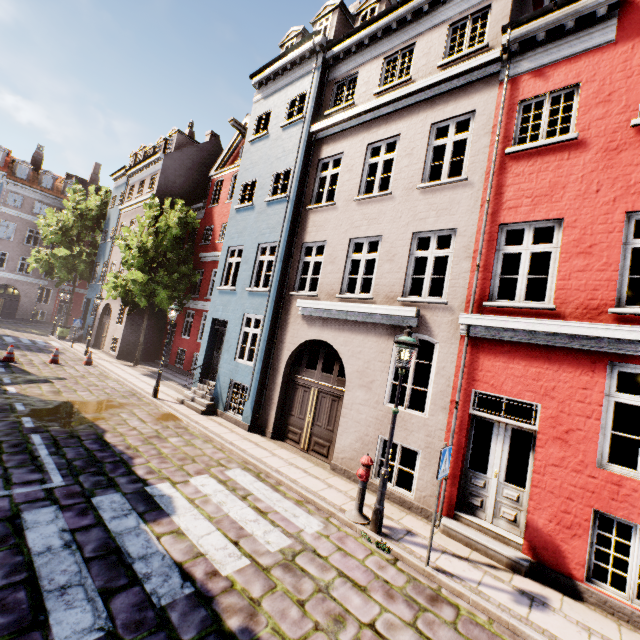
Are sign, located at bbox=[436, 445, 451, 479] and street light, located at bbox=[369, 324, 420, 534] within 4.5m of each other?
yes

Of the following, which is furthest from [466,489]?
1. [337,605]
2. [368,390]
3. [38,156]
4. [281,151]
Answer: [38,156]

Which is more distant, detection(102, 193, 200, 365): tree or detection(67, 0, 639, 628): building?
detection(102, 193, 200, 365): tree

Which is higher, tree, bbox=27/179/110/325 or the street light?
tree, bbox=27/179/110/325

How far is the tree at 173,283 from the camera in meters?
17.2 m

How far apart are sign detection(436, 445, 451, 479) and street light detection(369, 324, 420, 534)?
1.0 meters

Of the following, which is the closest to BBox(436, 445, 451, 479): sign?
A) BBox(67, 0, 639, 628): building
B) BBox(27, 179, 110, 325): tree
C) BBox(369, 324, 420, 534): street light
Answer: BBox(369, 324, 420, 534): street light

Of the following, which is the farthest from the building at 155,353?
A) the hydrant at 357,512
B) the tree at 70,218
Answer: the hydrant at 357,512
